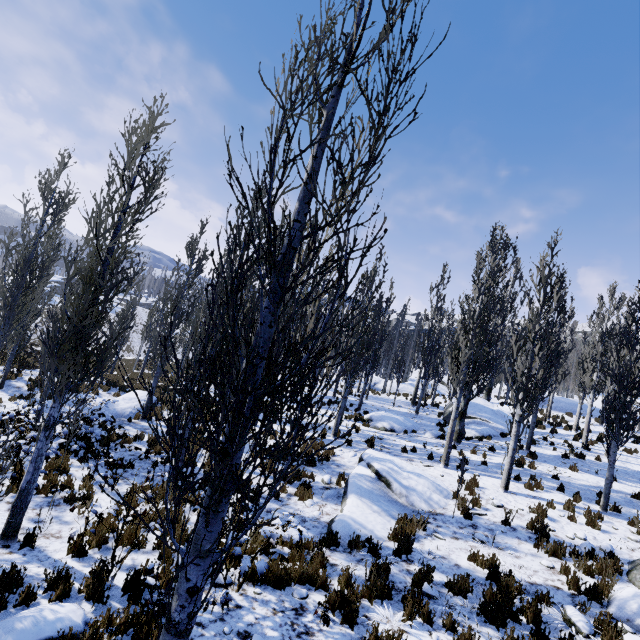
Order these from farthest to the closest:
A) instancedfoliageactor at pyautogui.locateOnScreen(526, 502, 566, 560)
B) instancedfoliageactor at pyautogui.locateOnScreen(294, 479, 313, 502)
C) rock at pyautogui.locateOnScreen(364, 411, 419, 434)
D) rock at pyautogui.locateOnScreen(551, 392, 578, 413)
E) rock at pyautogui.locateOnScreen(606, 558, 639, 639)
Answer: rock at pyautogui.locateOnScreen(551, 392, 578, 413), rock at pyautogui.locateOnScreen(364, 411, 419, 434), instancedfoliageactor at pyautogui.locateOnScreen(294, 479, 313, 502), instancedfoliageactor at pyautogui.locateOnScreen(526, 502, 566, 560), rock at pyautogui.locateOnScreen(606, 558, 639, 639)

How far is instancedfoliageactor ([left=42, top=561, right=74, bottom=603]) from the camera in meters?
4.8 m

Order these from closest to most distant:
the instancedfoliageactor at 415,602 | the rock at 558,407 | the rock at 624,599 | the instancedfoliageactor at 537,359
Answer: the instancedfoliageactor at 537,359 < the instancedfoliageactor at 415,602 < the rock at 624,599 < the rock at 558,407

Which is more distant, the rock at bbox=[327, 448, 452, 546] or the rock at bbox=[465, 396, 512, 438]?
the rock at bbox=[465, 396, 512, 438]

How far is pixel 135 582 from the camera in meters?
5.2

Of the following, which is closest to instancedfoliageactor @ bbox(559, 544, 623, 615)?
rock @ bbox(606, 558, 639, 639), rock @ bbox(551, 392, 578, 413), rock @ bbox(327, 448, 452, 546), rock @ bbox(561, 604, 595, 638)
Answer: rock @ bbox(606, 558, 639, 639)

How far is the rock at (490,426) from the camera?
18.0m

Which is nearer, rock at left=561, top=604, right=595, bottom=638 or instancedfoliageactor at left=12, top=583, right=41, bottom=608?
instancedfoliageactor at left=12, top=583, right=41, bottom=608
